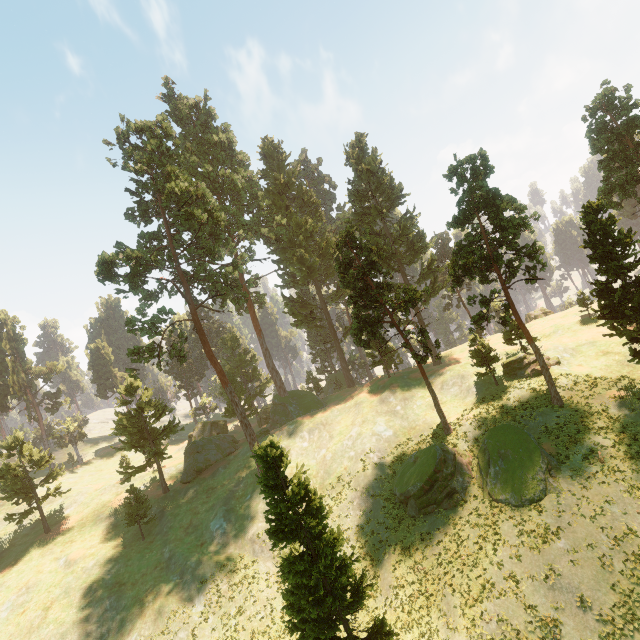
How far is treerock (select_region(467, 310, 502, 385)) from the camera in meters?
29.2

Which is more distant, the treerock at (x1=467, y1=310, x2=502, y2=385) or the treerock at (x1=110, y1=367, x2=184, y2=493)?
the treerock at (x1=110, y1=367, x2=184, y2=493)

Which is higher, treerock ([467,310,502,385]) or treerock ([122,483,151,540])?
treerock ([467,310,502,385])

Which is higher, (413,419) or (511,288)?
(511,288)

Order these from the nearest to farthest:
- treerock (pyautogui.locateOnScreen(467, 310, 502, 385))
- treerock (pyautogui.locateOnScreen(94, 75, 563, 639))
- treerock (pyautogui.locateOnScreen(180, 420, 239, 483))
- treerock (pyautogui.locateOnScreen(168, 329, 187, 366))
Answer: treerock (pyautogui.locateOnScreen(94, 75, 563, 639)), treerock (pyautogui.locateOnScreen(467, 310, 502, 385)), treerock (pyautogui.locateOnScreen(168, 329, 187, 366)), treerock (pyautogui.locateOnScreen(180, 420, 239, 483))

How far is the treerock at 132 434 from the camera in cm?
4100
